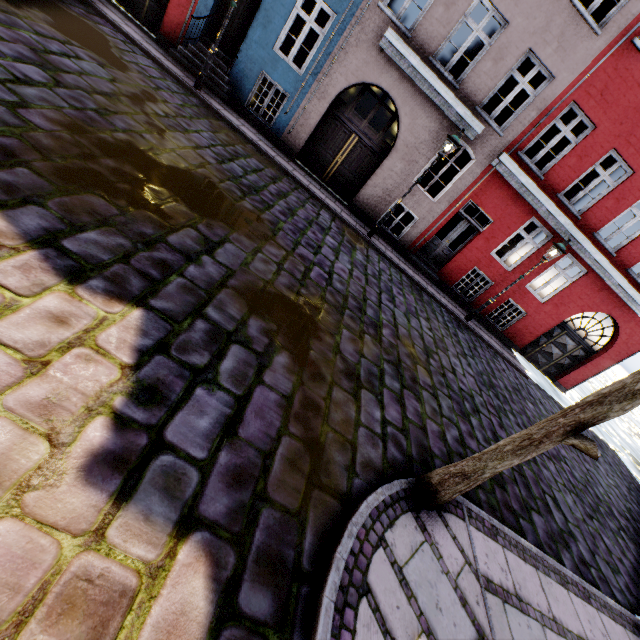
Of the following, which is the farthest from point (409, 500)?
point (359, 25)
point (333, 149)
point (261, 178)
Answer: point (359, 25)

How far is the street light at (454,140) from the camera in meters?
8.9

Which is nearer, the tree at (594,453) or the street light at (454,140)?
the tree at (594,453)

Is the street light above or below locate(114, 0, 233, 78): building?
above

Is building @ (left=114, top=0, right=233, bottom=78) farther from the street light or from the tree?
the tree

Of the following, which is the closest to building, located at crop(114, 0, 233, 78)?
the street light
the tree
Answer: the street light

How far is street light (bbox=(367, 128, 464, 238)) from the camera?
8.9 meters
